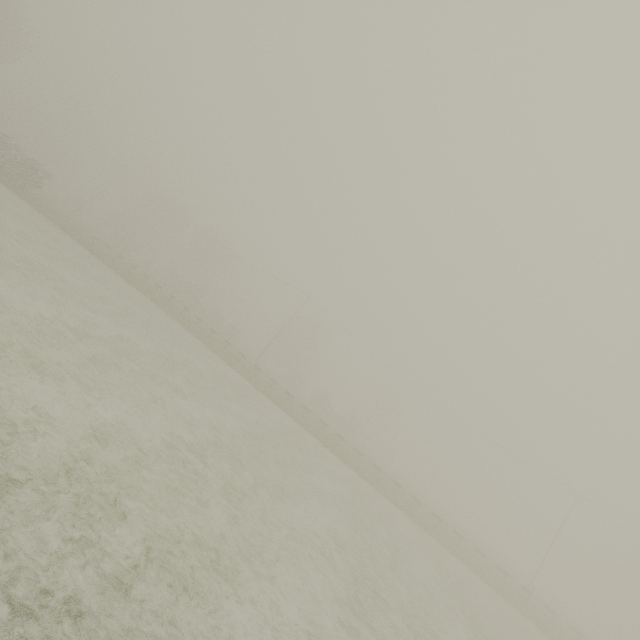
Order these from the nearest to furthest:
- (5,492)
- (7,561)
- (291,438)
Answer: (7,561) → (5,492) → (291,438)
